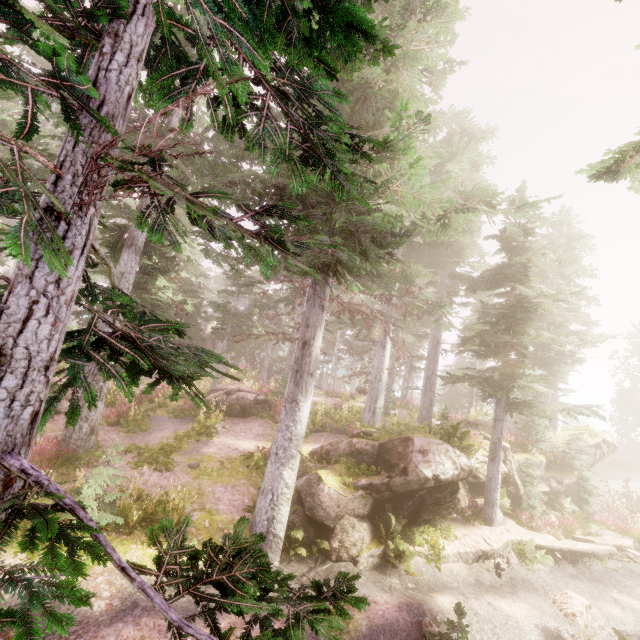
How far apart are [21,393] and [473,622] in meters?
12.1 m

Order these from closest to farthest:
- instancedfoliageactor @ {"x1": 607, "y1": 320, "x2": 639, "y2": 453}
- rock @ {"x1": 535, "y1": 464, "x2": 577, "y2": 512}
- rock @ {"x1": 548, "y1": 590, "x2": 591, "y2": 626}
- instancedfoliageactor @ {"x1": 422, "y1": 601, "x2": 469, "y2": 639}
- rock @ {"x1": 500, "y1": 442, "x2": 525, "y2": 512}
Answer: instancedfoliageactor @ {"x1": 422, "y1": 601, "x2": 469, "y2": 639}
rock @ {"x1": 548, "y1": 590, "x2": 591, "y2": 626}
rock @ {"x1": 500, "y1": 442, "x2": 525, "y2": 512}
rock @ {"x1": 535, "y1": 464, "x2": 577, "y2": 512}
instancedfoliageactor @ {"x1": 607, "y1": 320, "x2": 639, "y2": 453}

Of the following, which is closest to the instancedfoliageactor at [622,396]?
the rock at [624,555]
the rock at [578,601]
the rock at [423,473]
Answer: the rock at [423,473]

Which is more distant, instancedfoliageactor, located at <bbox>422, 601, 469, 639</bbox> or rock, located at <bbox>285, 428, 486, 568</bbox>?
rock, located at <bbox>285, 428, 486, 568</bbox>

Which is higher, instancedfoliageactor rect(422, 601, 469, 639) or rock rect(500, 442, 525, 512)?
rock rect(500, 442, 525, 512)

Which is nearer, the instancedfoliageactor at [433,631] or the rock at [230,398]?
the instancedfoliageactor at [433,631]

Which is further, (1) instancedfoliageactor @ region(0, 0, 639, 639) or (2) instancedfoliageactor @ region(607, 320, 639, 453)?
(2) instancedfoliageactor @ region(607, 320, 639, 453)
